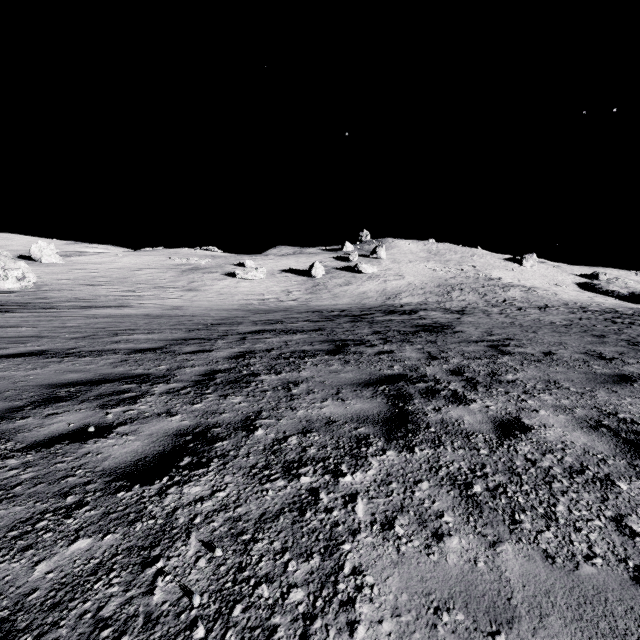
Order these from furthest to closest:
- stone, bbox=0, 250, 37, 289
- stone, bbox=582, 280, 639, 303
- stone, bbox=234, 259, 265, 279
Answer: stone, bbox=582, 280, 639, 303, stone, bbox=234, 259, 265, 279, stone, bbox=0, 250, 37, 289

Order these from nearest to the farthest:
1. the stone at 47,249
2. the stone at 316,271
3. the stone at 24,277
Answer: the stone at 24,277, the stone at 47,249, the stone at 316,271

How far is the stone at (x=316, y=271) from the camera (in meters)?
42.16

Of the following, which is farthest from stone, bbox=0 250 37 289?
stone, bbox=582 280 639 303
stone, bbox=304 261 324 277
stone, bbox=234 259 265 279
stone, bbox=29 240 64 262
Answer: stone, bbox=582 280 639 303

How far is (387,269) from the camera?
49.8 meters

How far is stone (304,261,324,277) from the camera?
42.16m

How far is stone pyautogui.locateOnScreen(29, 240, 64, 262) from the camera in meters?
36.4
